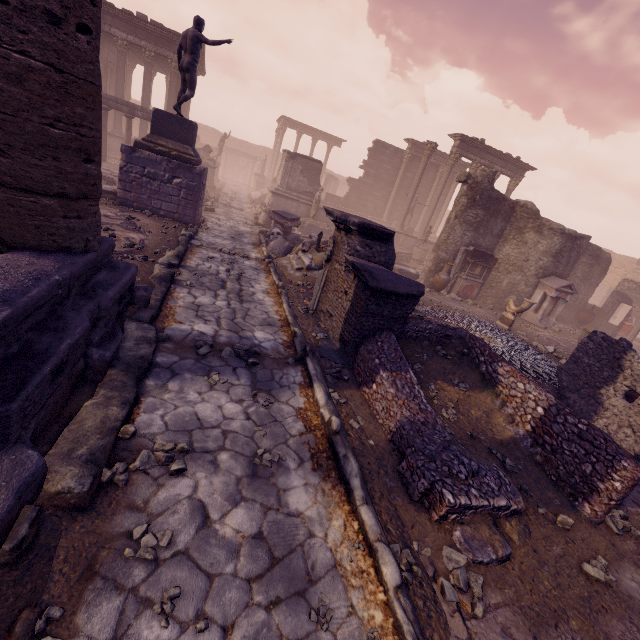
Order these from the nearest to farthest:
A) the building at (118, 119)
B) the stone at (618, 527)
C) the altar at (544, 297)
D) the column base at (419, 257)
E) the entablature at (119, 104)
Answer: the stone at (618, 527) → the altar at (544, 297) → the entablature at (119, 104) → the building at (118, 119) → the column base at (419, 257)

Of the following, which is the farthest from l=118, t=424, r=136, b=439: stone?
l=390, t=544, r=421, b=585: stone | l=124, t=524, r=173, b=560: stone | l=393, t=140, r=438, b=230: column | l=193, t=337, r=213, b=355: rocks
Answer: l=393, t=140, r=438, b=230: column

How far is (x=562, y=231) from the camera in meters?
13.2

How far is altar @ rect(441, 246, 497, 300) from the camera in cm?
1377

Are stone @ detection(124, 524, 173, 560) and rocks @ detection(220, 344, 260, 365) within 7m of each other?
yes

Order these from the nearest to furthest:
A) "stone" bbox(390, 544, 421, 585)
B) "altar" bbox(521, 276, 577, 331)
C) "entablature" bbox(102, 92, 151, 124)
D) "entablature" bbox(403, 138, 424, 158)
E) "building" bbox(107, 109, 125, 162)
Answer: "stone" bbox(390, 544, 421, 585) < "altar" bbox(521, 276, 577, 331) < "entablature" bbox(102, 92, 151, 124) < "building" bbox(107, 109, 125, 162) < "entablature" bbox(403, 138, 424, 158)

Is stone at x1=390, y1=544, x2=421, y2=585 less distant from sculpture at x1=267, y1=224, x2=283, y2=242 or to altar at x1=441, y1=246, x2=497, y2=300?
sculpture at x1=267, y1=224, x2=283, y2=242

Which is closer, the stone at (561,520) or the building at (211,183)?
the stone at (561,520)
